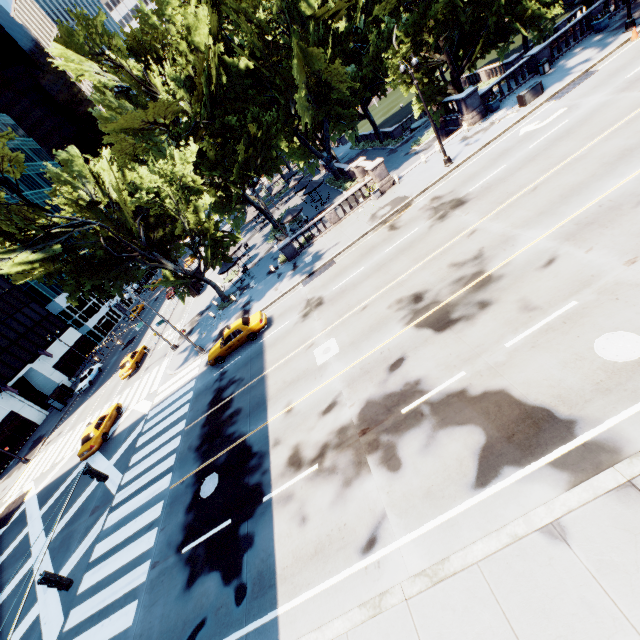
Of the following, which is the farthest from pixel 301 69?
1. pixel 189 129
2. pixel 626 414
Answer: pixel 626 414

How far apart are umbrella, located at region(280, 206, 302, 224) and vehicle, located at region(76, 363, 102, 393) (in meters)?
33.51

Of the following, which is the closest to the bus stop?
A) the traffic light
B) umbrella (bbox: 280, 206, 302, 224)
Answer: umbrella (bbox: 280, 206, 302, 224)

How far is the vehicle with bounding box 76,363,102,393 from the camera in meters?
42.1

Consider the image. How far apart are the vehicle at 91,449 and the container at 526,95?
40.00m

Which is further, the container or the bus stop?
the bus stop

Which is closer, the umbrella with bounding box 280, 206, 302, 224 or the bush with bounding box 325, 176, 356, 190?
the umbrella with bounding box 280, 206, 302, 224

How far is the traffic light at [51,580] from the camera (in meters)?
8.86
